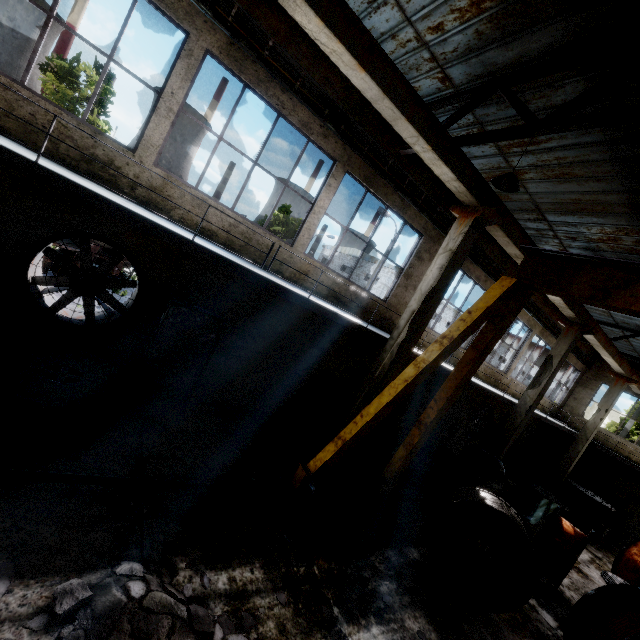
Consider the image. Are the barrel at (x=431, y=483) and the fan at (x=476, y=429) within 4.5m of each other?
no

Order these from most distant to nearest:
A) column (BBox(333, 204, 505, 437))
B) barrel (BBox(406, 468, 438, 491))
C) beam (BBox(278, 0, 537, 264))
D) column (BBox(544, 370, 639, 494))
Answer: column (BBox(544, 370, 639, 494))
barrel (BBox(406, 468, 438, 491))
column (BBox(333, 204, 505, 437))
beam (BBox(278, 0, 537, 264))

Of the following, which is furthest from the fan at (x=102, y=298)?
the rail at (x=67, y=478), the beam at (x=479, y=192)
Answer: the beam at (x=479, y=192)

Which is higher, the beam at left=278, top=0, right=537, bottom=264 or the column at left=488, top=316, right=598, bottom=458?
the beam at left=278, top=0, right=537, bottom=264

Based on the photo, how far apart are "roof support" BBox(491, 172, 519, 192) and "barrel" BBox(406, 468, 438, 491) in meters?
8.8

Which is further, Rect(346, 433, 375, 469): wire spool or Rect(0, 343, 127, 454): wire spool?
Rect(346, 433, 375, 469): wire spool

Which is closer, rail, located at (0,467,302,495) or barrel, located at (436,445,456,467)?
rail, located at (0,467,302,495)

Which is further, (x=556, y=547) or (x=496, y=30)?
(x=556, y=547)
